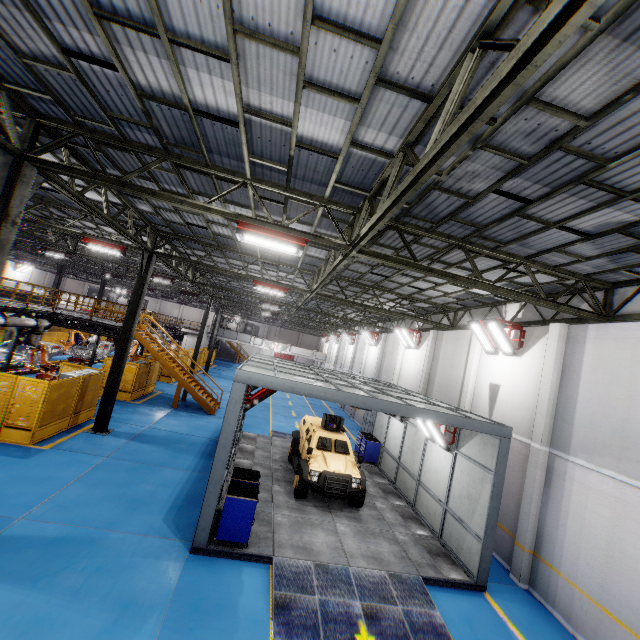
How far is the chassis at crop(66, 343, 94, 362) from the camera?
25.8m

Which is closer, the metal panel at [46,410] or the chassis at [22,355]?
the metal panel at [46,410]

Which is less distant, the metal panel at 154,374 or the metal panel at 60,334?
the metal panel at 154,374

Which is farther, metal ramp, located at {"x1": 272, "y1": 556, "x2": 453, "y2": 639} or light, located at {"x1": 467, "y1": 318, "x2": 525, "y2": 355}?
light, located at {"x1": 467, "y1": 318, "x2": 525, "y2": 355}

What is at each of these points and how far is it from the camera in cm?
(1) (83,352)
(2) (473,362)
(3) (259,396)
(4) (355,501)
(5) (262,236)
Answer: (1) chassis, 2669
(2) cement column, 1398
(3) light, 1033
(4) tire assembly, 1125
(5) light, 740

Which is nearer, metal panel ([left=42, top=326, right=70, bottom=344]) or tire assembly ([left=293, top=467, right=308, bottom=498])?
tire assembly ([left=293, top=467, right=308, bottom=498])

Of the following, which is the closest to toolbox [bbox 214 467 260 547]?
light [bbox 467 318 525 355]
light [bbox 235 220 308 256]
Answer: light [bbox 235 220 308 256]

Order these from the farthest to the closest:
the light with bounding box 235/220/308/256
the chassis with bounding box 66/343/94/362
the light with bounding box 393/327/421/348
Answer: the chassis with bounding box 66/343/94/362 < the light with bounding box 393/327/421/348 < the light with bounding box 235/220/308/256
